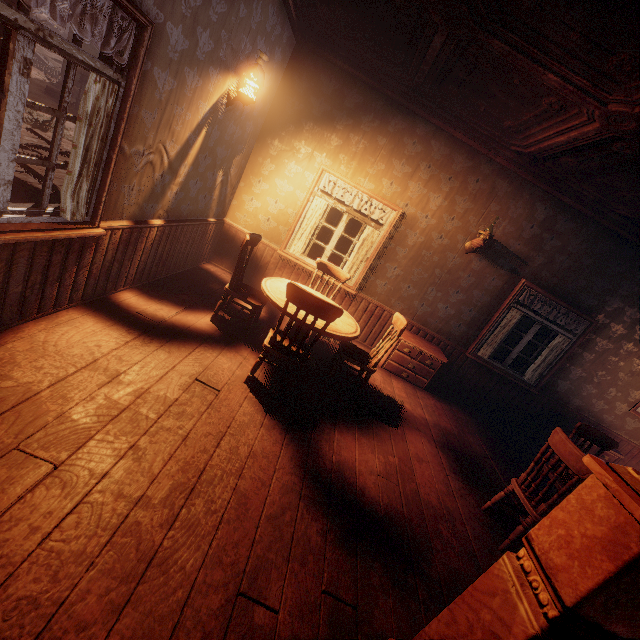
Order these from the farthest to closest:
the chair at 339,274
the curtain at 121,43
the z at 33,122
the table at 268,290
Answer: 1. the z at 33,122
2. the chair at 339,274
3. the table at 268,290
4. the curtain at 121,43

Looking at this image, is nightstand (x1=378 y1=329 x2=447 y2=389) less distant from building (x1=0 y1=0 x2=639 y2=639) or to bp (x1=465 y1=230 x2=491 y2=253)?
building (x1=0 y1=0 x2=639 y2=639)

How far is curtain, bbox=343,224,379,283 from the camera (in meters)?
5.56

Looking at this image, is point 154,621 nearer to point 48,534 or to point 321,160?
point 48,534

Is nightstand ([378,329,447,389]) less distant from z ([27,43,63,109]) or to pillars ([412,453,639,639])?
z ([27,43,63,109])

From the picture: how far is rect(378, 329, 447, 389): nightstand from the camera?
5.47m

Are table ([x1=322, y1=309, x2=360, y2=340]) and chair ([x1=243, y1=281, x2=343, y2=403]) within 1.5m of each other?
yes

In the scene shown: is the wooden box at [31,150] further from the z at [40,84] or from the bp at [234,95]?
the bp at [234,95]
